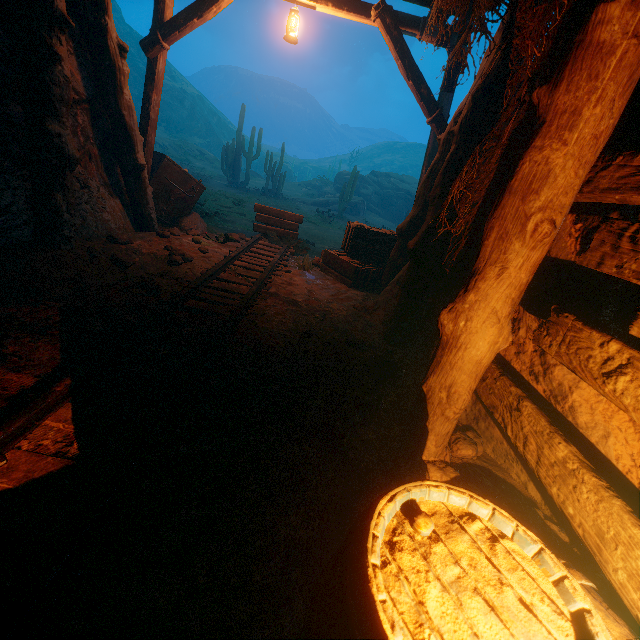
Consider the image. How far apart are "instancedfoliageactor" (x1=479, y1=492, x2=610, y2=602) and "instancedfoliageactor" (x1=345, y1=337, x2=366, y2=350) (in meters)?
1.50

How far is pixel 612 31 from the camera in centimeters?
147cm

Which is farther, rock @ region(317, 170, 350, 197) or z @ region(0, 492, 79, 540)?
rock @ region(317, 170, 350, 197)

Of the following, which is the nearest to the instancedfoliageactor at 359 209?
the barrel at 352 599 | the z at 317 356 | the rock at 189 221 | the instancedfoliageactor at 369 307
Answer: the z at 317 356

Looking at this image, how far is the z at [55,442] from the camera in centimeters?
188cm

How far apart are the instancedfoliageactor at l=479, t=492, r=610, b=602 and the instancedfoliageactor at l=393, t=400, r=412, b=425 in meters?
0.3 m

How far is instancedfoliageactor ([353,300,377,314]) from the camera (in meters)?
5.00

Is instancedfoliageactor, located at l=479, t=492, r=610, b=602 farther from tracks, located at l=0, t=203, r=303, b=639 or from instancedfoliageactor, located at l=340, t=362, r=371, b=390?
tracks, located at l=0, t=203, r=303, b=639
